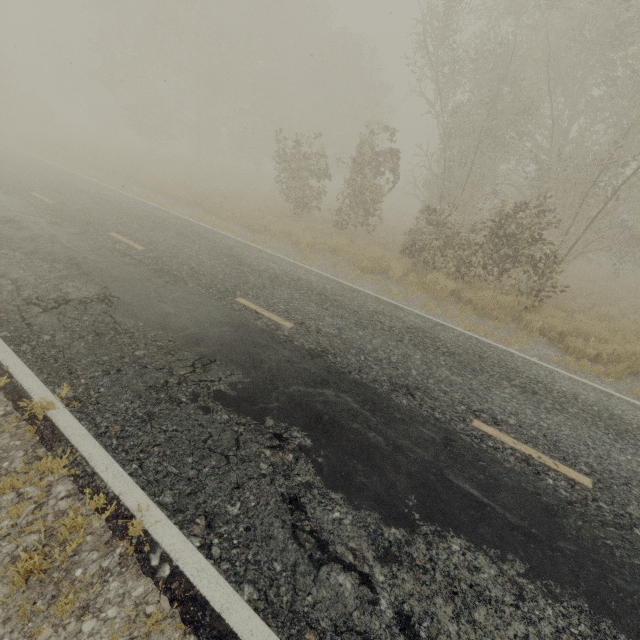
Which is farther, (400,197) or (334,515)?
(400,197)
